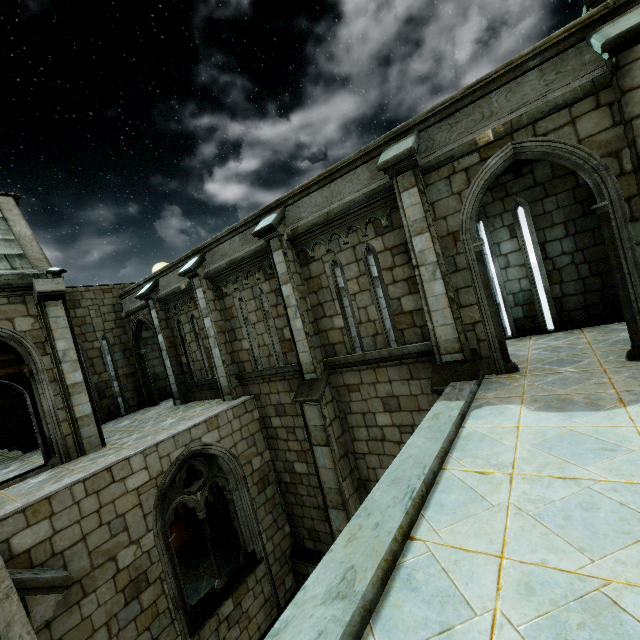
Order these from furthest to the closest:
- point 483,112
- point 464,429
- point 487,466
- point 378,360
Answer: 1. point 378,360
2. point 483,112
3. point 464,429
4. point 487,466
